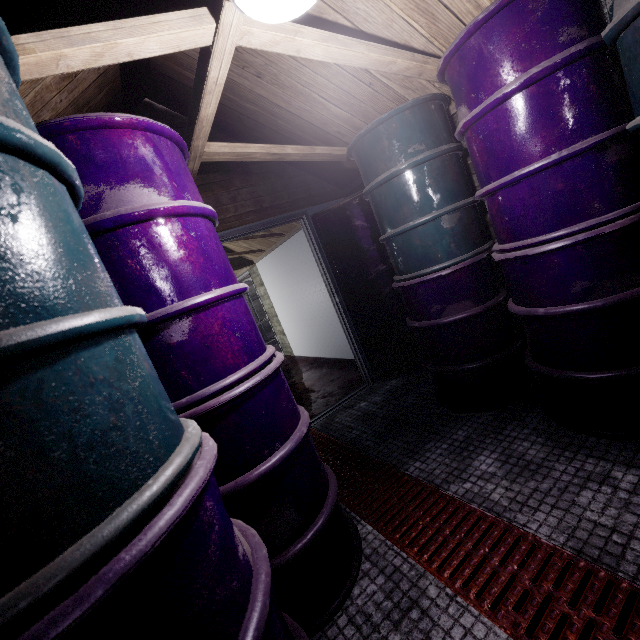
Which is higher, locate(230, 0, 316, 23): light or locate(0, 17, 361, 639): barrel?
locate(230, 0, 316, 23): light

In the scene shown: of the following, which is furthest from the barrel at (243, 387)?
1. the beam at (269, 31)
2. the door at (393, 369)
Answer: the door at (393, 369)

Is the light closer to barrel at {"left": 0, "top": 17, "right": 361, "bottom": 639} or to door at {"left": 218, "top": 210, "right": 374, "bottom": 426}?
barrel at {"left": 0, "top": 17, "right": 361, "bottom": 639}

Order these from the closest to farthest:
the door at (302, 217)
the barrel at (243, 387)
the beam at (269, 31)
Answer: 1. the barrel at (243, 387)
2. the beam at (269, 31)
3. the door at (302, 217)

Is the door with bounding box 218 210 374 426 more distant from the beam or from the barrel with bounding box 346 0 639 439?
the barrel with bounding box 346 0 639 439

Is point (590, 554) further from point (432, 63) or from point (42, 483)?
point (432, 63)

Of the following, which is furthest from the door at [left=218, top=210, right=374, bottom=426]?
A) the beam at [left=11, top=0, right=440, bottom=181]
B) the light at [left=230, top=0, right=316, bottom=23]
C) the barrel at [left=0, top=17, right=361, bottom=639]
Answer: the light at [left=230, top=0, right=316, bottom=23]

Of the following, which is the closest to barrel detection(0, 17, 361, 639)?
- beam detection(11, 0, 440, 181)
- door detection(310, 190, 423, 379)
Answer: beam detection(11, 0, 440, 181)
